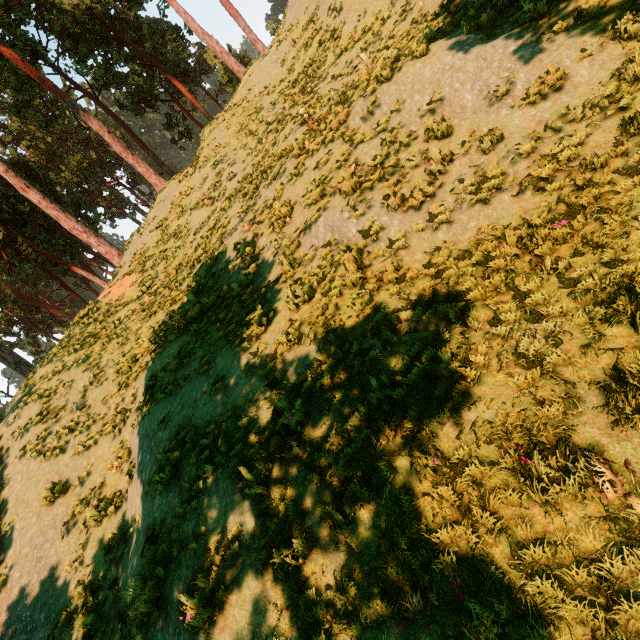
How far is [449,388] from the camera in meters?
4.7 m
